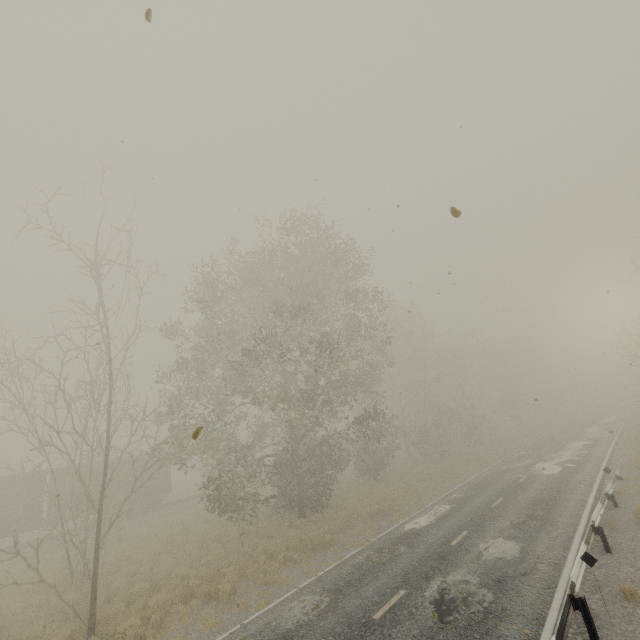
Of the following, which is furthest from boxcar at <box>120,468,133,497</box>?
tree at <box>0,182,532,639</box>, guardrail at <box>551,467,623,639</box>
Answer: guardrail at <box>551,467,623,639</box>

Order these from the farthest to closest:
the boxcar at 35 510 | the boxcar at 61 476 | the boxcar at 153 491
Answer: the boxcar at 153 491
the boxcar at 61 476
the boxcar at 35 510

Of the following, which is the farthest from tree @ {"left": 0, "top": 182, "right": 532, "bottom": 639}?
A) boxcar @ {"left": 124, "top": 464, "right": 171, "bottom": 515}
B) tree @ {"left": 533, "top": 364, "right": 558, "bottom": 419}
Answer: tree @ {"left": 533, "top": 364, "right": 558, "bottom": 419}

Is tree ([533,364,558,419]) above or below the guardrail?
above

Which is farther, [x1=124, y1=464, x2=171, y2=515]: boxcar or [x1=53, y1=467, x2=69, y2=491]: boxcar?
[x1=124, y1=464, x2=171, y2=515]: boxcar

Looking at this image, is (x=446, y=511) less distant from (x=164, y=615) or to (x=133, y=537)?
(x=164, y=615)

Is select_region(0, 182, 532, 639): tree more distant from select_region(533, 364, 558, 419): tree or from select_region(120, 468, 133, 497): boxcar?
select_region(533, 364, 558, 419): tree

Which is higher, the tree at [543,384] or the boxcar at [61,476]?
the boxcar at [61,476]
